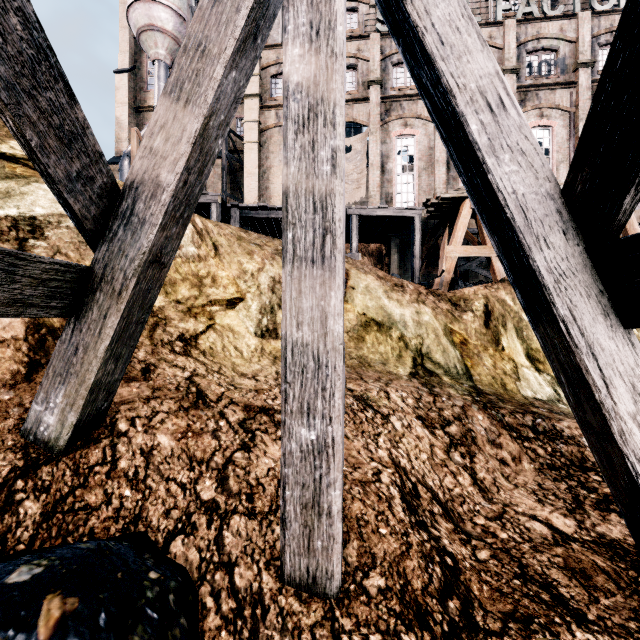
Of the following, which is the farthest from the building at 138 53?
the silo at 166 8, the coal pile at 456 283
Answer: the coal pile at 456 283

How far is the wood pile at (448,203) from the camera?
13.0 meters

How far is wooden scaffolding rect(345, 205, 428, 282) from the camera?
14.53m

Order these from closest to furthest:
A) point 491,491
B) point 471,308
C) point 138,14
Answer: point 491,491, point 471,308, point 138,14

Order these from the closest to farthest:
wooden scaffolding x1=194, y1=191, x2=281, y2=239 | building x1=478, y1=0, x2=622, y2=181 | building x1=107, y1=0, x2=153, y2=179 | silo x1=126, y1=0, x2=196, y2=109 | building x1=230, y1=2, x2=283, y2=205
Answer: wooden scaffolding x1=194, y1=191, x2=281, y2=239 < building x1=478, y1=0, x2=622, y2=181 < building x1=230, y1=2, x2=283, y2=205 < silo x1=126, y1=0, x2=196, y2=109 < building x1=107, y1=0, x2=153, y2=179

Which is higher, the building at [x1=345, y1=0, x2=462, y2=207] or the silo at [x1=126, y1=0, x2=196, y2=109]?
the silo at [x1=126, y1=0, x2=196, y2=109]

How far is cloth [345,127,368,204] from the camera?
23.1 meters

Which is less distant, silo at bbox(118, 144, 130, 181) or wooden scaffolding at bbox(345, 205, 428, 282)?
wooden scaffolding at bbox(345, 205, 428, 282)
